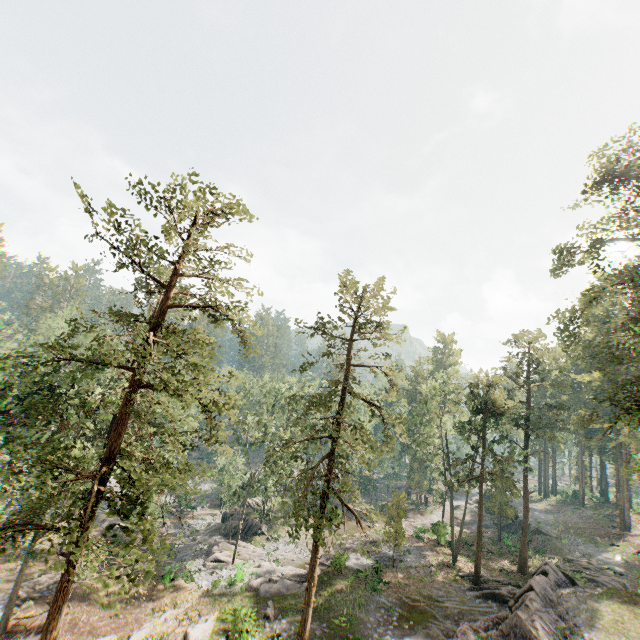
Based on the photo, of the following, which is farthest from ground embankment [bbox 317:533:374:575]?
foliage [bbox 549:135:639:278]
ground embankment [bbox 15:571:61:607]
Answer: ground embankment [bbox 15:571:61:607]

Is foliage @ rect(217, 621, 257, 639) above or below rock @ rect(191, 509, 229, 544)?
above

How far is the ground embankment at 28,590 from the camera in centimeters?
2446cm

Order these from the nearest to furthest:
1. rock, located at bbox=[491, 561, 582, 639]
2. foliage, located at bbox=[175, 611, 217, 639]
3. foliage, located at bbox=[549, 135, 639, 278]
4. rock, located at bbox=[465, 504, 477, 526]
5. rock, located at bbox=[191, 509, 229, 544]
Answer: rock, located at bbox=[491, 561, 582, 639], foliage, located at bbox=[175, 611, 217, 639], foliage, located at bbox=[549, 135, 639, 278], rock, located at bbox=[191, 509, 229, 544], rock, located at bbox=[465, 504, 477, 526]

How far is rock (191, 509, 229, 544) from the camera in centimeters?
3841cm

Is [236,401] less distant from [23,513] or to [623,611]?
[23,513]

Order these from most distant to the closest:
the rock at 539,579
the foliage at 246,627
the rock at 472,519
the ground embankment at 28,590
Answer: the rock at 472,519, the ground embankment at 28,590, the foliage at 246,627, the rock at 539,579
